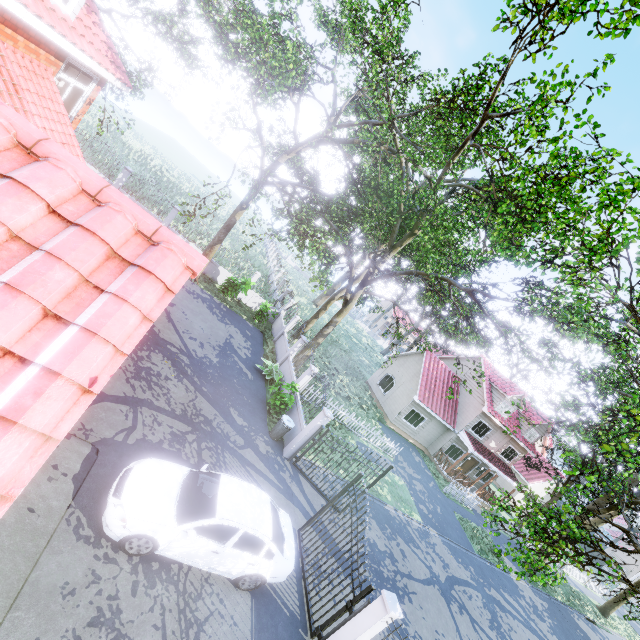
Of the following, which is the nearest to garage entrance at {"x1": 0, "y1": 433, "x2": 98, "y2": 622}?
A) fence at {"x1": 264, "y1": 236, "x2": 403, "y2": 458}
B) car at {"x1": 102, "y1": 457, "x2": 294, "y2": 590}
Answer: car at {"x1": 102, "y1": 457, "x2": 294, "y2": 590}

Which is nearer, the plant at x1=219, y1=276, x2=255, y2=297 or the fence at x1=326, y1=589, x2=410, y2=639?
the fence at x1=326, y1=589, x2=410, y2=639

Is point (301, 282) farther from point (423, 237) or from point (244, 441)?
point (244, 441)

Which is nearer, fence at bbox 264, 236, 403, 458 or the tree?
the tree

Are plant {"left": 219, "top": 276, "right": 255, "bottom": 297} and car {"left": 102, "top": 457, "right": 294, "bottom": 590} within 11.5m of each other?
no

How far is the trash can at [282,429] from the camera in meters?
12.8 m

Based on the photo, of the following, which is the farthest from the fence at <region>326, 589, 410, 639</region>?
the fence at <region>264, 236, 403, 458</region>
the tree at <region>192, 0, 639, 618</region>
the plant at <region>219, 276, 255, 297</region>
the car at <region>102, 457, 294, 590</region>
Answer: the plant at <region>219, 276, 255, 297</region>

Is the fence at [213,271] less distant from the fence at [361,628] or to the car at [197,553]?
the car at [197,553]
